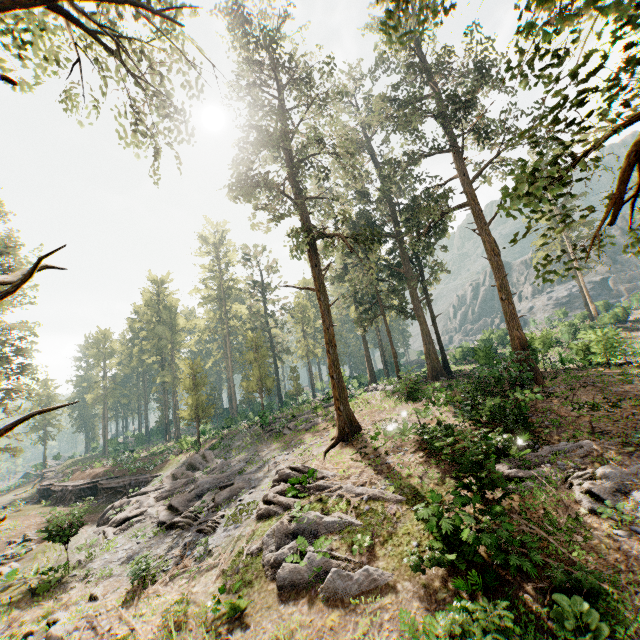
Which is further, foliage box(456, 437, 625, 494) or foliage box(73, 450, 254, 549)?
foliage box(73, 450, 254, 549)

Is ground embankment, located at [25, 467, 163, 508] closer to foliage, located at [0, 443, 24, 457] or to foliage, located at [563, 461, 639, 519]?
foliage, located at [0, 443, 24, 457]

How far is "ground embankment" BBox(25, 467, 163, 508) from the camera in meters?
31.4

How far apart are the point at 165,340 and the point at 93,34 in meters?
54.6 m

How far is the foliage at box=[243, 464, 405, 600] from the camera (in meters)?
9.84

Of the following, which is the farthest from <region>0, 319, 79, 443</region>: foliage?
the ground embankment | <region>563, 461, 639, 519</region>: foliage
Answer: <region>563, 461, 639, 519</region>: foliage

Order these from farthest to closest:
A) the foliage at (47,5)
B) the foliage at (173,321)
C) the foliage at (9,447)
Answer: the foliage at (173,321)
the foliage at (9,447)
the foliage at (47,5)

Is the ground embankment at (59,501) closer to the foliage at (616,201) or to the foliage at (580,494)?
the foliage at (616,201)
